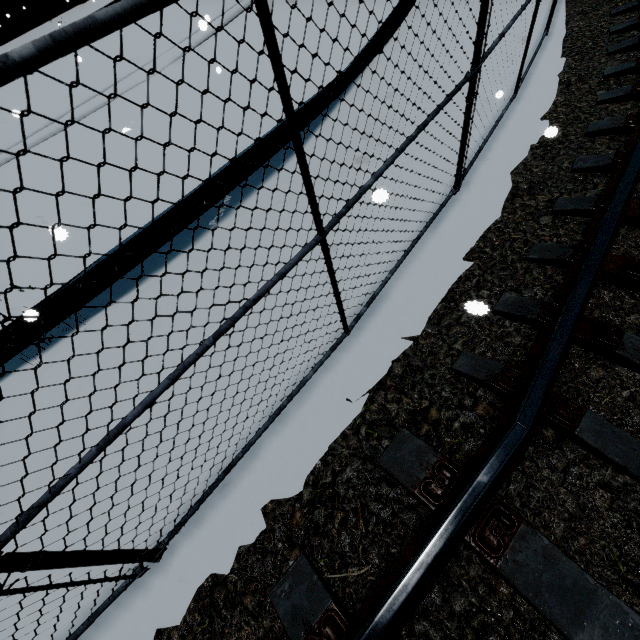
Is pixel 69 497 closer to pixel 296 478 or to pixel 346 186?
pixel 296 478
